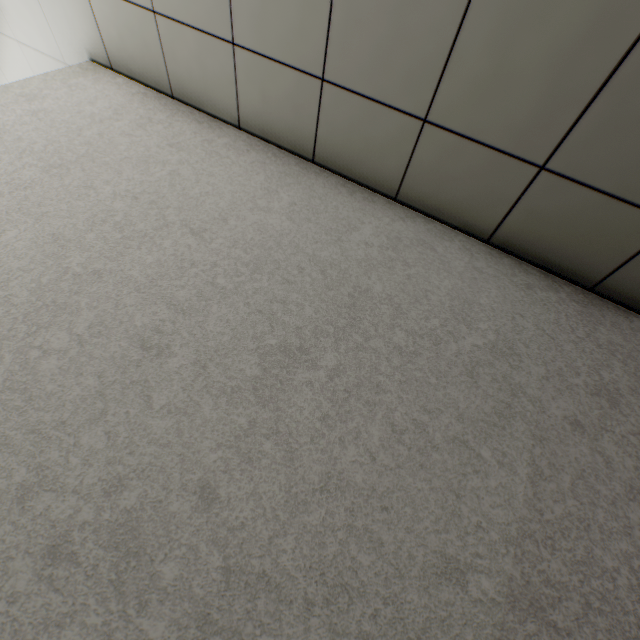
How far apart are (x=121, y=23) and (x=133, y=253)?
1.5 meters
